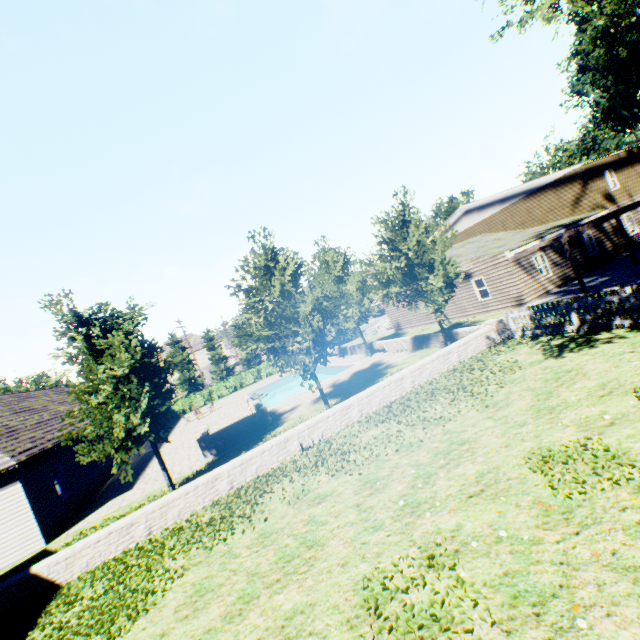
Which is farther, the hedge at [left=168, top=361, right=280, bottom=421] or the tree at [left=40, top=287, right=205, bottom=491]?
the hedge at [left=168, top=361, right=280, bottom=421]

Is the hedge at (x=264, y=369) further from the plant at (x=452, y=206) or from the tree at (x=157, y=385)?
the plant at (x=452, y=206)

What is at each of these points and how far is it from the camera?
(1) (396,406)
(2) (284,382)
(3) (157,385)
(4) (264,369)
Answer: (1) plant, 11.45m
(2) swimming pool, 36.16m
(3) tree, 12.27m
(4) hedge, 42.09m

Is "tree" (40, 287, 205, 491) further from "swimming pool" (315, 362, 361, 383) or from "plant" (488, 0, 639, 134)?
"plant" (488, 0, 639, 134)

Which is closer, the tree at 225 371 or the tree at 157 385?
the tree at 157 385

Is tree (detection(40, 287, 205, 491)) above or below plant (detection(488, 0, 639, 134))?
below

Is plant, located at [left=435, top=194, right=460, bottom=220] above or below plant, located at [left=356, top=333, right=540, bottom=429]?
above
